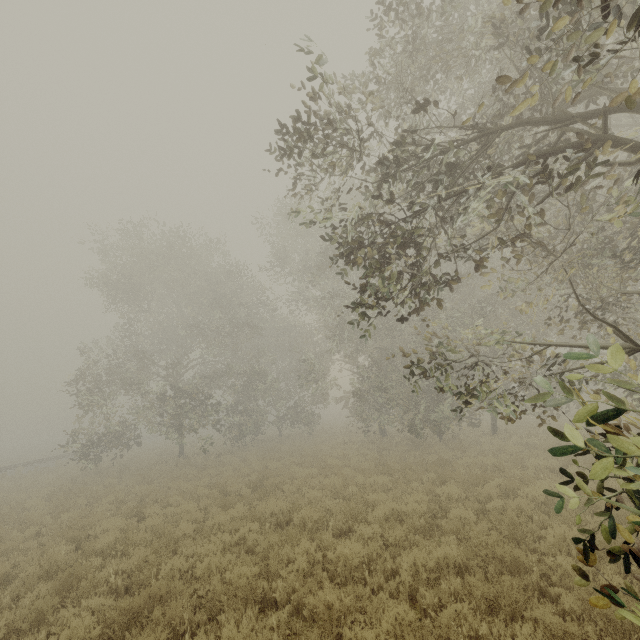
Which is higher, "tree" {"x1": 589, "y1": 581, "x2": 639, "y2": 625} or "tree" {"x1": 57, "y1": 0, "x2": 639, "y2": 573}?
"tree" {"x1": 57, "y1": 0, "x2": 639, "y2": 573}

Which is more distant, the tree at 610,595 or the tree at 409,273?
the tree at 409,273

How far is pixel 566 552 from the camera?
5.8m

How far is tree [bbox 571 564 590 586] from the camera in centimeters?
234cm

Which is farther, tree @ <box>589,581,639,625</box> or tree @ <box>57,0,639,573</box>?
tree @ <box>57,0,639,573</box>
